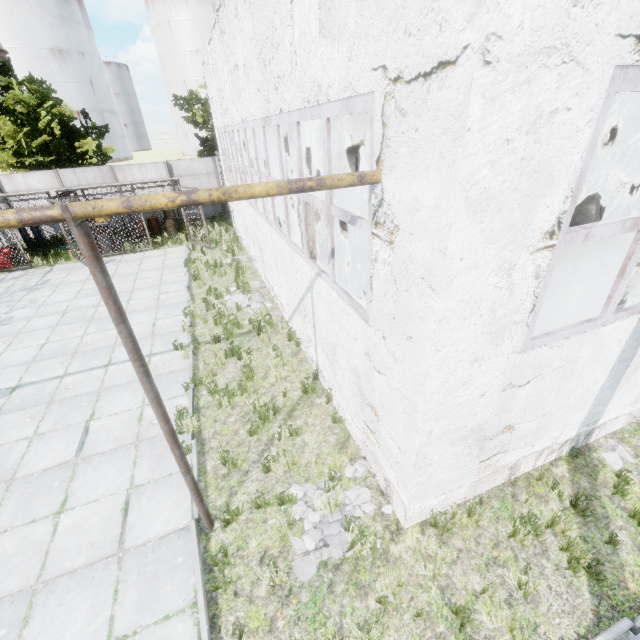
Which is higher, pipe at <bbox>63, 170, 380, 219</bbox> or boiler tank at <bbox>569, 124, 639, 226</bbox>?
pipe at <bbox>63, 170, 380, 219</bbox>

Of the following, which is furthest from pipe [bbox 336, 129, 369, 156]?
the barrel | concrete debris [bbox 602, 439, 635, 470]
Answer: the barrel

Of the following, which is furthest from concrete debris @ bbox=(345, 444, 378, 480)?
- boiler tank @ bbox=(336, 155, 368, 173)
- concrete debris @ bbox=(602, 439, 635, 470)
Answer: boiler tank @ bbox=(336, 155, 368, 173)

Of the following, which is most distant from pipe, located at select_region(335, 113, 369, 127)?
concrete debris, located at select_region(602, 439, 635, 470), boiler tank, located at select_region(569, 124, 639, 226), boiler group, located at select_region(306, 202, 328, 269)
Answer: boiler group, located at select_region(306, 202, 328, 269)

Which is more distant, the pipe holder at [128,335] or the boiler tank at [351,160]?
the boiler tank at [351,160]

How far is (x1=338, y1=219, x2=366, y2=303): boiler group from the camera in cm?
539

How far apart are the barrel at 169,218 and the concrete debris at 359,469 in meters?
17.3 m

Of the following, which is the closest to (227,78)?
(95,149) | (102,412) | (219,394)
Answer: (219,394)
